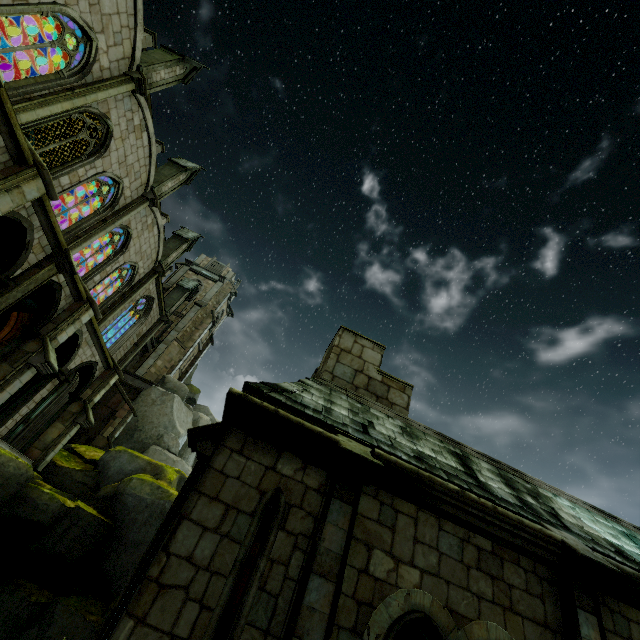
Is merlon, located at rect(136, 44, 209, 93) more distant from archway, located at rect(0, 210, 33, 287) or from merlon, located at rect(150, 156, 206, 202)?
archway, located at rect(0, 210, 33, 287)

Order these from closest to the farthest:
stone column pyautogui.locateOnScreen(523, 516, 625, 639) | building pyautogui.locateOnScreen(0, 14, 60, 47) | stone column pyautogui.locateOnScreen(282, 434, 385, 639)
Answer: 1. stone column pyautogui.locateOnScreen(282, 434, 385, 639)
2. stone column pyautogui.locateOnScreen(523, 516, 625, 639)
3. building pyautogui.locateOnScreen(0, 14, 60, 47)

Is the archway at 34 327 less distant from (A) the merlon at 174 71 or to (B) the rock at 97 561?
(B) the rock at 97 561

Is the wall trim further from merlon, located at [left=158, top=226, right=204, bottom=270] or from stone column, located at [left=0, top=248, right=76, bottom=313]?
stone column, located at [left=0, top=248, right=76, bottom=313]

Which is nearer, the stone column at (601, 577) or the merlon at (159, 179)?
the stone column at (601, 577)

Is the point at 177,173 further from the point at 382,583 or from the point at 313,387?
the point at 382,583

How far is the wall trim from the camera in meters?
26.0

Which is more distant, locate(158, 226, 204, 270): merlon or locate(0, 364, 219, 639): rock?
locate(158, 226, 204, 270): merlon
